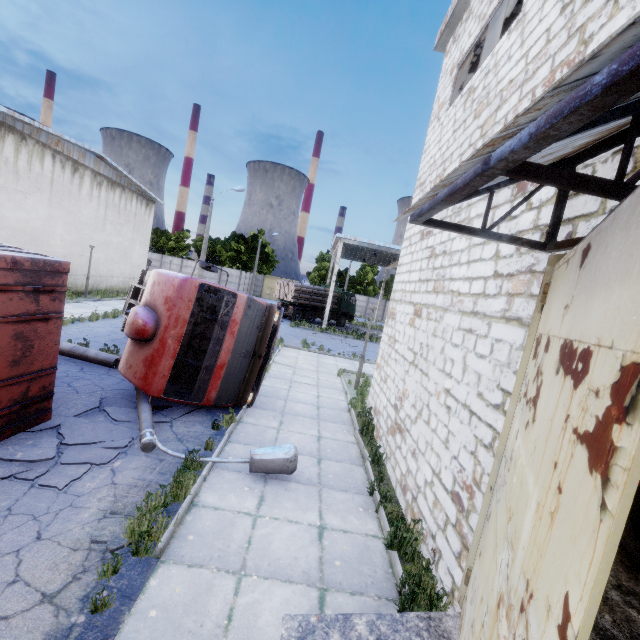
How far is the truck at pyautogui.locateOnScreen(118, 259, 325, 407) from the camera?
7.2m

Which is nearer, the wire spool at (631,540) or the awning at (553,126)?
the awning at (553,126)

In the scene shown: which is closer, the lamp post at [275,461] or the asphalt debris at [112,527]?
the asphalt debris at [112,527]

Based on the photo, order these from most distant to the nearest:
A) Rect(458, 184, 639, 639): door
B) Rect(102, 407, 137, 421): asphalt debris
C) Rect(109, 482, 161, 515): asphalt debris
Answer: Rect(102, 407, 137, 421): asphalt debris, Rect(109, 482, 161, 515): asphalt debris, Rect(458, 184, 639, 639): door

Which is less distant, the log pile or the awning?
the awning

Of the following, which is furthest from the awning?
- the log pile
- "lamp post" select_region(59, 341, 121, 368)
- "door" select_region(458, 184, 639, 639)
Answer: the log pile

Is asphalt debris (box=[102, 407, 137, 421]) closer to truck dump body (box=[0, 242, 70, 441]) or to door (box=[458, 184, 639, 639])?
truck dump body (box=[0, 242, 70, 441])

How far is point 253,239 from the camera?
51.8 meters
